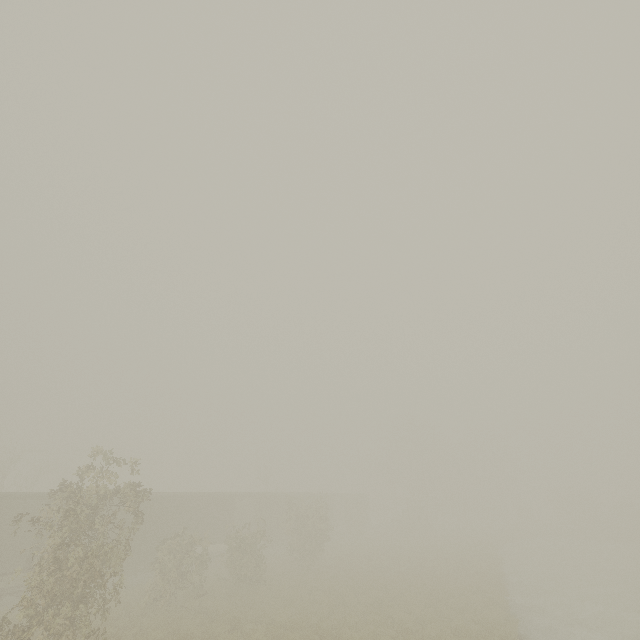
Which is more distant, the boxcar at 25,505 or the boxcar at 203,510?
the boxcar at 203,510

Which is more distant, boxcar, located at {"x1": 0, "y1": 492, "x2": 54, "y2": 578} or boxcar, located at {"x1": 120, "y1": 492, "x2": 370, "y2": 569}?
boxcar, located at {"x1": 120, "y1": 492, "x2": 370, "y2": 569}

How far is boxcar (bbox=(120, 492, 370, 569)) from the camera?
23.2m

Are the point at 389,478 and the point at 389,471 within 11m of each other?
yes

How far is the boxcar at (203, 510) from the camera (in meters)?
23.19
